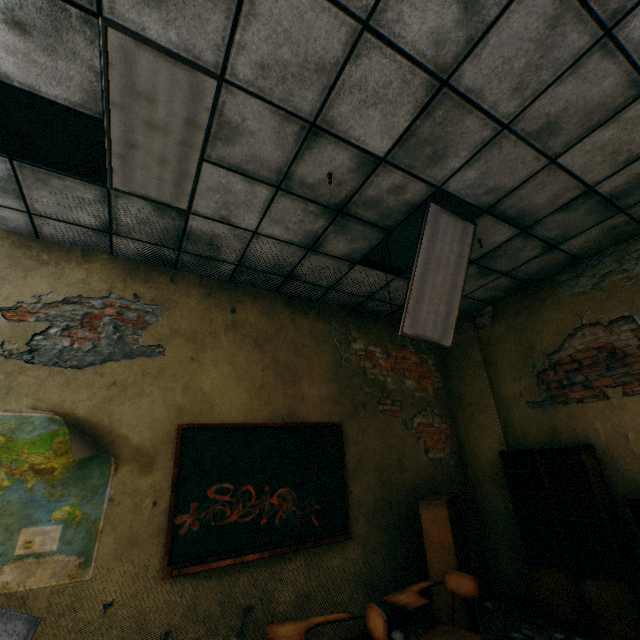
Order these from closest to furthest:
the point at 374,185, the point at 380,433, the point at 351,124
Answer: the point at 351,124 → the point at 374,185 → the point at 380,433

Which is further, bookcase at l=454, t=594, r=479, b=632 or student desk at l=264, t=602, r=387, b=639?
bookcase at l=454, t=594, r=479, b=632

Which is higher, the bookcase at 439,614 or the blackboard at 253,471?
the blackboard at 253,471

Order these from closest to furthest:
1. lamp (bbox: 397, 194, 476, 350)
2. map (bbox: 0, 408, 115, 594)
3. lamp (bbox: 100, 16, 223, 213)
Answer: lamp (bbox: 100, 16, 223, 213), map (bbox: 0, 408, 115, 594), lamp (bbox: 397, 194, 476, 350)

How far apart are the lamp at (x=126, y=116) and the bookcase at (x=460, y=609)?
3.9m

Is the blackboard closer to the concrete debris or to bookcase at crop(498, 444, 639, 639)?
the concrete debris

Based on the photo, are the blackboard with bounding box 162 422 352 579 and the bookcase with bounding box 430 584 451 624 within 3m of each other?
yes

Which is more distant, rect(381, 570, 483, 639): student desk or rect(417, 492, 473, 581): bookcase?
rect(417, 492, 473, 581): bookcase
